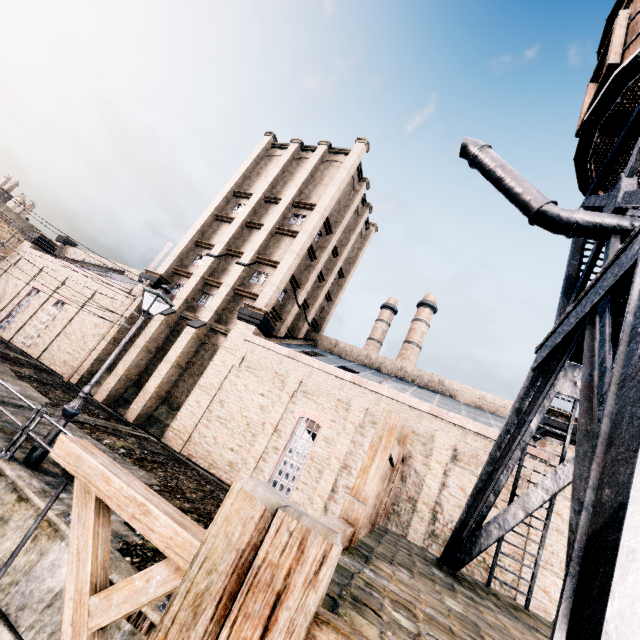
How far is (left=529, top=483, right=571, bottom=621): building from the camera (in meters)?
12.38

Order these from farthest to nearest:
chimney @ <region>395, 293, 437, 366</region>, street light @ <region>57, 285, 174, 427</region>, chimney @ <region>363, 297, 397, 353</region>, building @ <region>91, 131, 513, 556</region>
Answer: chimney @ <region>363, 297, 397, 353</region> → chimney @ <region>395, 293, 437, 366</region> → building @ <region>91, 131, 513, 556</region> → street light @ <region>57, 285, 174, 427</region>

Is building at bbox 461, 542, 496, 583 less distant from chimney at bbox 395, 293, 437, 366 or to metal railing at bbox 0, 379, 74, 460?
metal railing at bbox 0, 379, 74, 460

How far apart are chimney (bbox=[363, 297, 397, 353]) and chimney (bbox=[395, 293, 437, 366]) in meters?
2.5 m

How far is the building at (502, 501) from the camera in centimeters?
1420cm

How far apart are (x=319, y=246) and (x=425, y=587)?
26.6 meters

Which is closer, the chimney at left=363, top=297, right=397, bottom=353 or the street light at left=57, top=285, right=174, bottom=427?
the street light at left=57, top=285, right=174, bottom=427
